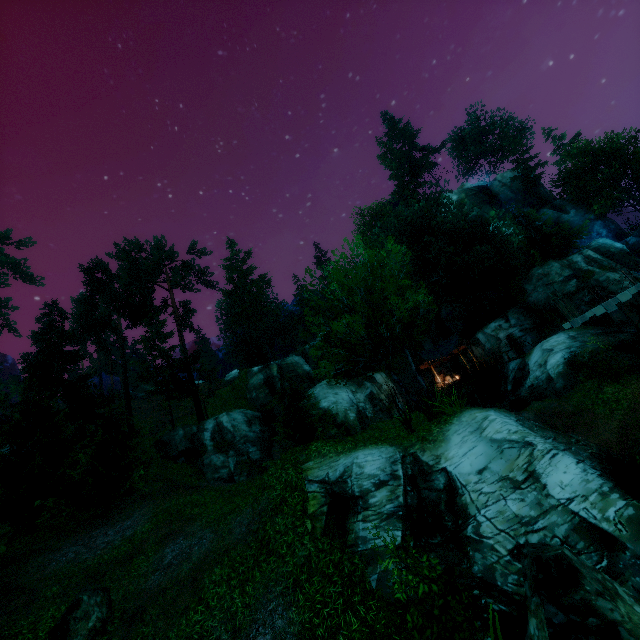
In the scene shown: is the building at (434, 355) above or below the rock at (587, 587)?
above

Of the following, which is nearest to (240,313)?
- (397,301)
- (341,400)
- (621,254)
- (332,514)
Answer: (341,400)

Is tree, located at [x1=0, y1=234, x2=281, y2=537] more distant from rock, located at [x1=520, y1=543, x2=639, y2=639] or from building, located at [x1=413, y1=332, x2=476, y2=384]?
rock, located at [x1=520, y1=543, x2=639, y2=639]

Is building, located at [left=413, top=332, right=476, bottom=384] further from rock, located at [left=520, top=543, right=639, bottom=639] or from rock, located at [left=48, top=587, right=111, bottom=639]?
rock, located at [left=48, top=587, right=111, bottom=639]

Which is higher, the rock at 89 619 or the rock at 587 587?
the rock at 89 619

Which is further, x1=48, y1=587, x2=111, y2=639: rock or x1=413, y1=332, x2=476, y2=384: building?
x1=413, y1=332, x2=476, y2=384: building
